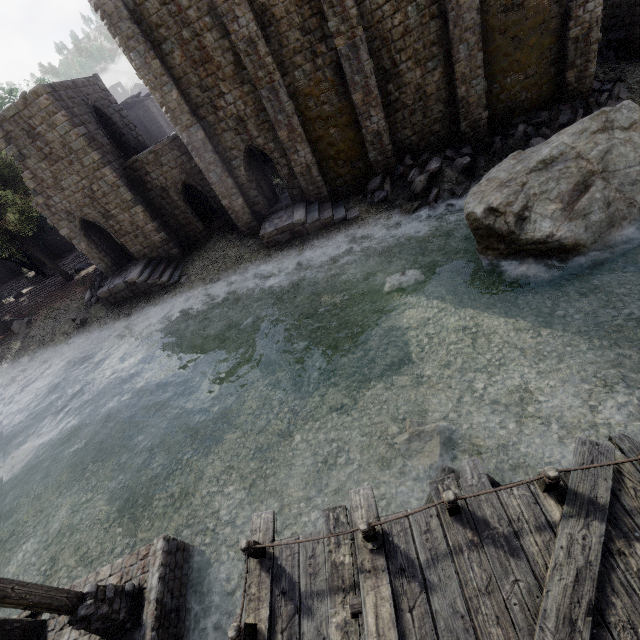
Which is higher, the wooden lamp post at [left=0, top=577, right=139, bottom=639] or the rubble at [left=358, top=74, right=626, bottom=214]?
the wooden lamp post at [left=0, top=577, right=139, bottom=639]

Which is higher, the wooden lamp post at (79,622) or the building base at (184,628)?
the wooden lamp post at (79,622)

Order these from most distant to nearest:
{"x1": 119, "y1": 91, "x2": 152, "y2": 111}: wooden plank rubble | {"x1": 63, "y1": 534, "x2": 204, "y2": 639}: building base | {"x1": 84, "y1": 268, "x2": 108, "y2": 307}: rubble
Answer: {"x1": 119, "y1": 91, "x2": 152, "y2": 111}: wooden plank rubble → {"x1": 84, "y1": 268, "x2": 108, "y2": 307}: rubble → {"x1": 63, "y1": 534, "x2": 204, "y2": 639}: building base

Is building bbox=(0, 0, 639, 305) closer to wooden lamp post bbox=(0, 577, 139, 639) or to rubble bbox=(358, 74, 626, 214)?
rubble bbox=(358, 74, 626, 214)

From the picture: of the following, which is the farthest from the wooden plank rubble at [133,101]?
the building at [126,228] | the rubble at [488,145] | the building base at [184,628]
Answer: the building base at [184,628]

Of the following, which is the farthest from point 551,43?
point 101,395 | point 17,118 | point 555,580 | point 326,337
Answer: point 101,395

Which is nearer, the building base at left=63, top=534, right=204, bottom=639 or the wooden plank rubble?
the building base at left=63, top=534, right=204, bottom=639

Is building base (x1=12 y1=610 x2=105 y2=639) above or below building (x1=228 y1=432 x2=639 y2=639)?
below
